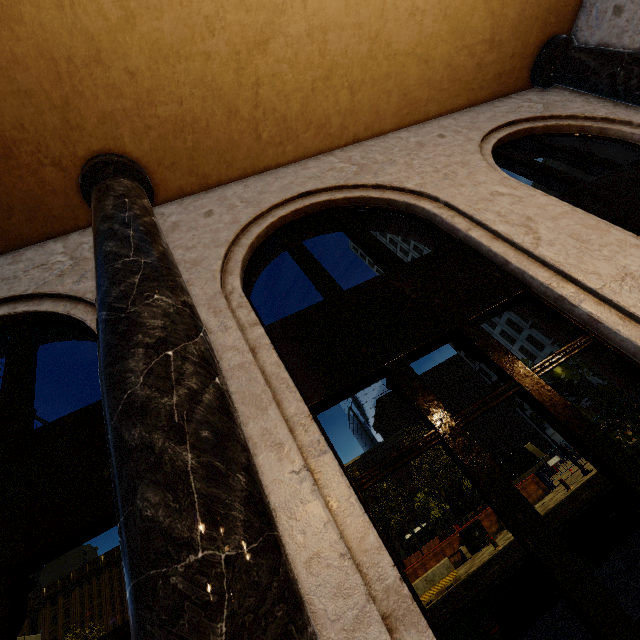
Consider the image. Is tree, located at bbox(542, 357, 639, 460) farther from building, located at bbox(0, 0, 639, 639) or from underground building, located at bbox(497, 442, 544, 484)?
underground building, located at bbox(497, 442, 544, 484)

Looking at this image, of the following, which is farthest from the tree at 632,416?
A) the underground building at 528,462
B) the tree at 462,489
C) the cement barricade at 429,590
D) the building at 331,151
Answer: the underground building at 528,462

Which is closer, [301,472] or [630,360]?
[301,472]

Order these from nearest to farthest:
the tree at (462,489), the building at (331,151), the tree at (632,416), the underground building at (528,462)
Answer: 1. the building at (331,151)
2. the tree at (632,416)
3. the tree at (462,489)
4. the underground building at (528,462)

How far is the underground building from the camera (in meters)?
33.62

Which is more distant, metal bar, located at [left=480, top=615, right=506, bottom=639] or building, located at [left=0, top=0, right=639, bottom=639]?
metal bar, located at [left=480, top=615, right=506, bottom=639]

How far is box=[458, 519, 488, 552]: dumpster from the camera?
17.88m

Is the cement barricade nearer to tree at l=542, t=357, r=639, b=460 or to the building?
tree at l=542, t=357, r=639, b=460
